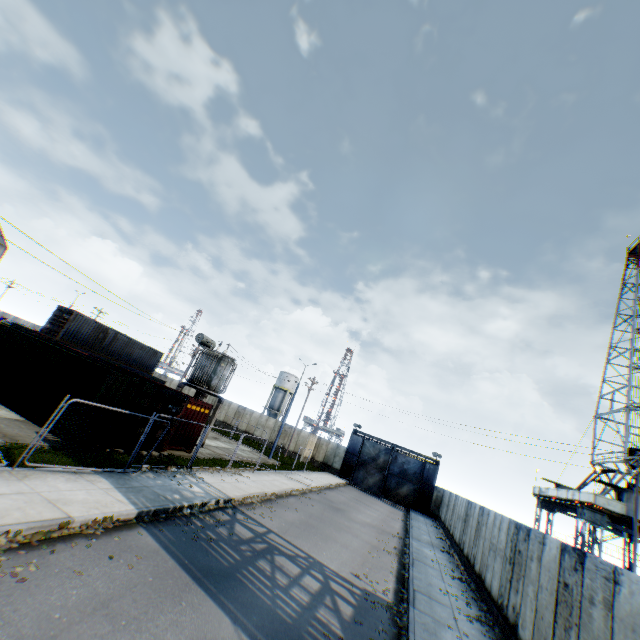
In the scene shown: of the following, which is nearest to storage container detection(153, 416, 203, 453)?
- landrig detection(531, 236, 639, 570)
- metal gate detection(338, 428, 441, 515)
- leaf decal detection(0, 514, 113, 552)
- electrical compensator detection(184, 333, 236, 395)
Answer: electrical compensator detection(184, 333, 236, 395)

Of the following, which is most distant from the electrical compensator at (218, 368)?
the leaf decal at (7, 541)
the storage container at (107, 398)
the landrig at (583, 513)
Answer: the landrig at (583, 513)

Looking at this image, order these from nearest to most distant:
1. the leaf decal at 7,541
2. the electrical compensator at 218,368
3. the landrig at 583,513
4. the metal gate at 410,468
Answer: the leaf decal at 7,541 < the electrical compensator at 218,368 < the landrig at 583,513 < the metal gate at 410,468

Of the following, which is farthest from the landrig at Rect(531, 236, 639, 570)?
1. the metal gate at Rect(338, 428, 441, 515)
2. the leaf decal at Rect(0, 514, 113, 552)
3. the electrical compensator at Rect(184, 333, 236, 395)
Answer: the leaf decal at Rect(0, 514, 113, 552)

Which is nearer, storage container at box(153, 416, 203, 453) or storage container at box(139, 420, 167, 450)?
storage container at box(139, 420, 167, 450)

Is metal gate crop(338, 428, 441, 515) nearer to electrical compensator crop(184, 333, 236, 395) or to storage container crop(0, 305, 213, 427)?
electrical compensator crop(184, 333, 236, 395)

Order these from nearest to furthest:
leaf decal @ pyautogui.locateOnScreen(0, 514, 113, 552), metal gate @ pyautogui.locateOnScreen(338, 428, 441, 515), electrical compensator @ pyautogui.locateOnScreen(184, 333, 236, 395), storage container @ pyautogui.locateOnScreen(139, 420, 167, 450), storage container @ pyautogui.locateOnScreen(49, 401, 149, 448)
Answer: leaf decal @ pyautogui.locateOnScreen(0, 514, 113, 552) < storage container @ pyautogui.locateOnScreen(49, 401, 149, 448) < storage container @ pyautogui.locateOnScreen(139, 420, 167, 450) < electrical compensator @ pyautogui.locateOnScreen(184, 333, 236, 395) < metal gate @ pyautogui.locateOnScreen(338, 428, 441, 515)

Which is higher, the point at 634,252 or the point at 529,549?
the point at 634,252
